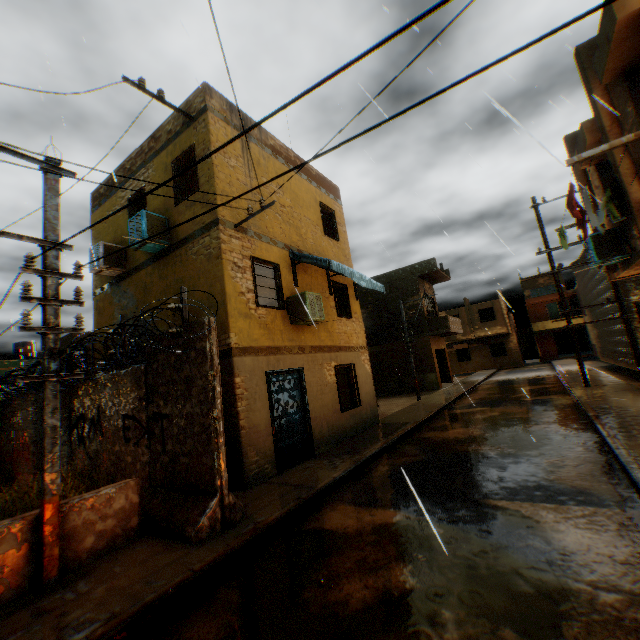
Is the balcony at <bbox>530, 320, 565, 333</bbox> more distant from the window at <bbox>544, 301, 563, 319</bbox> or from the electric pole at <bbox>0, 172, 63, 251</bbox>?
the electric pole at <bbox>0, 172, 63, 251</bbox>

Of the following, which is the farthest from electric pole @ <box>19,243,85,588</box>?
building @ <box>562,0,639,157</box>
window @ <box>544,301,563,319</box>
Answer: window @ <box>544,301,563,319</box>

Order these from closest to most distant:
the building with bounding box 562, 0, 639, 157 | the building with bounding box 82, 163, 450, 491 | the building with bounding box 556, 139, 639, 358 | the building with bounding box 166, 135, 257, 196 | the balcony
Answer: the building with bounding box 562, 0, 639, 157
the building with bounding box 556, 139, 639, 358
the building with bounding box 82, 163, 450, 491
the building with bounding box 166, 135, 257, 196
the balcony

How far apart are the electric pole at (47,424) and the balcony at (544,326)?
41.6m

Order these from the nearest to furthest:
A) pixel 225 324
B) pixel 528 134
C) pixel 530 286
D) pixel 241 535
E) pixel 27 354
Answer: pixel 528 134 < pixel 241 535 < pixel 225 324 < pixel 27 354 < pixel 530 286

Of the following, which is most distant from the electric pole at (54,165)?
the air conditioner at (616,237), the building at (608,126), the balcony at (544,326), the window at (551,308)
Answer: the window at (551,308)

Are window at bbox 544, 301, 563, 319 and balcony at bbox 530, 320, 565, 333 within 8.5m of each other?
yes

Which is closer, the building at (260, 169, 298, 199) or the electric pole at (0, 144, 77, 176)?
the electric pole at (0, 144, 77, 176)
